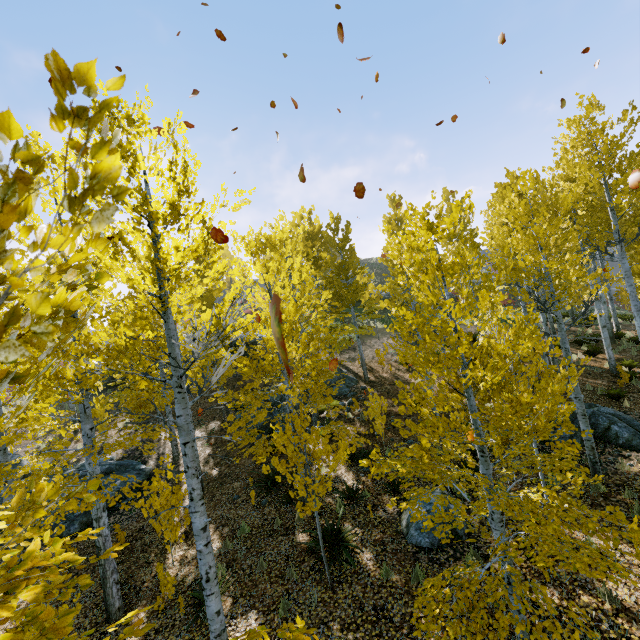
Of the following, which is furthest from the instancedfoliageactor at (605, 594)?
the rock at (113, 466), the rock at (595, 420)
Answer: the rock at (113, 466)

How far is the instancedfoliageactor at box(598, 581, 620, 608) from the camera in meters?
5.2

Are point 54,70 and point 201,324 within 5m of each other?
yes

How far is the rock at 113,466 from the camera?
12.5 meters

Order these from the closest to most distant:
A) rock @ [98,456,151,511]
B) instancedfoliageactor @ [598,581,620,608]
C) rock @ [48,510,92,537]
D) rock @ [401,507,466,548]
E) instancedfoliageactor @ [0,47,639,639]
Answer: instancedfoliageactor @ [0,47,639,639], instancedfoliageactor @ [598,581,620,608], rock @ [401,507,466,548], rock @ [48,510,92,537], rock @ [98,456,151,511]

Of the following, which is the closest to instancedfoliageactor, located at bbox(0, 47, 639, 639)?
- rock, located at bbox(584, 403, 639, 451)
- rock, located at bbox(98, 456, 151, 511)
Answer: rock, located at bbox(584, 403, 639, 451)

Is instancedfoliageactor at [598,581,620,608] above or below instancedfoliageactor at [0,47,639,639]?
below
